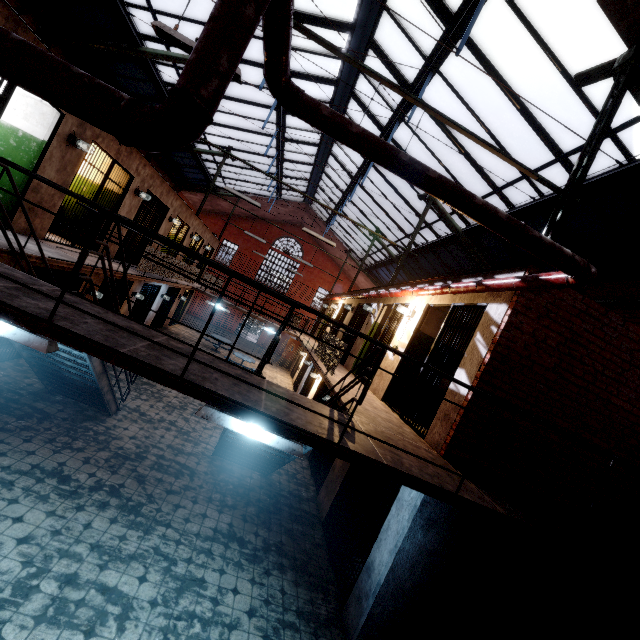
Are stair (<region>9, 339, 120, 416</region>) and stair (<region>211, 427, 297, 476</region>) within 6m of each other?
yes

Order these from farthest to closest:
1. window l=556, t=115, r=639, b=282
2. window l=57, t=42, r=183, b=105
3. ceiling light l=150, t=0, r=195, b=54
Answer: window l=57, t=42, r=183, b=105
window l=556, t=115, r=639, b=282
ceiling light l=150, t=0, r=195, b=54

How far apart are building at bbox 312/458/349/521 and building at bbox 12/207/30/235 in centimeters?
797cm

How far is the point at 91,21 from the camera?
8.77m

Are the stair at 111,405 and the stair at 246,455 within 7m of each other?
yes

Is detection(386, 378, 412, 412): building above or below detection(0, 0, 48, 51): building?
below

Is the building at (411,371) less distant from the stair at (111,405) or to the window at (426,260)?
the window at (426,260)
